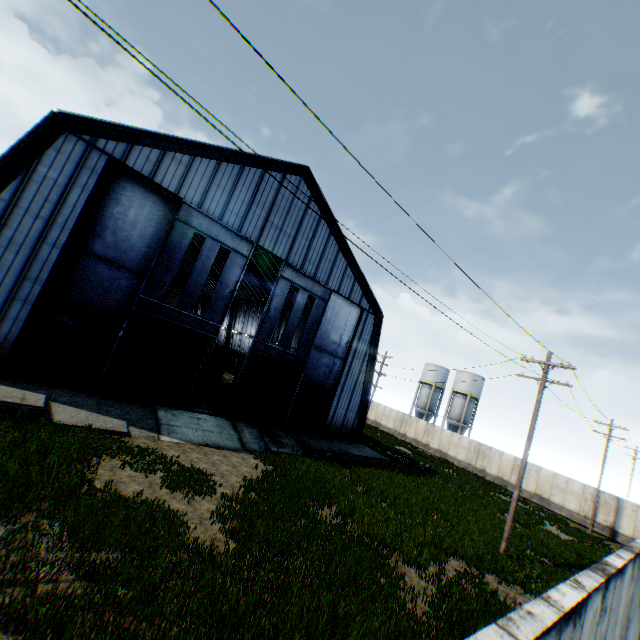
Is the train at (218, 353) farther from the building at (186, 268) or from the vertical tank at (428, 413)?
the vertical tank at (428, 413)

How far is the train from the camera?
26.73m

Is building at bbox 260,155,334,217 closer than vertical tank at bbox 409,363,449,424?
Yes

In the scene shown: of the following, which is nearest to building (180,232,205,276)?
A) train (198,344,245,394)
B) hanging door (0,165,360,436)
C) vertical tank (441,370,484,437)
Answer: hanging door (0,165,360,436)

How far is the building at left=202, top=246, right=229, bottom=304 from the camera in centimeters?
4088cm

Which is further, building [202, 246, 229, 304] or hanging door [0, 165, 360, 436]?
building [202, 246, 229, 304]

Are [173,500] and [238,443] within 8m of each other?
yes

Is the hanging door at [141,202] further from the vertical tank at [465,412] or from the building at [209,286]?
the vertical tank at [465,412]
